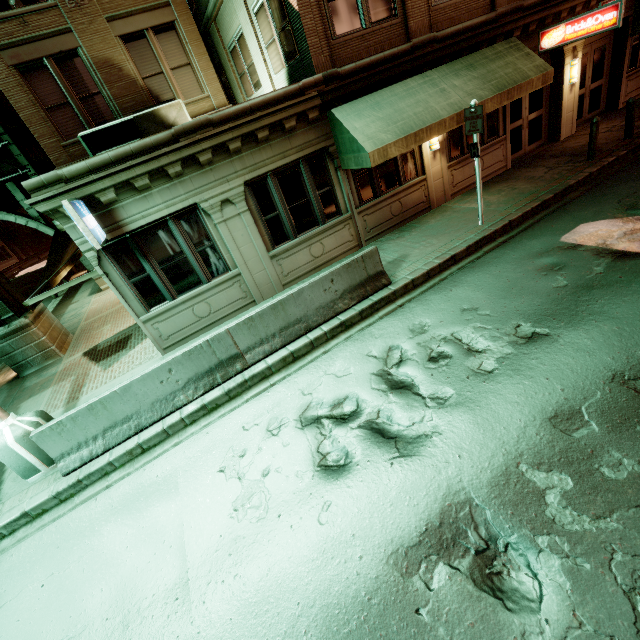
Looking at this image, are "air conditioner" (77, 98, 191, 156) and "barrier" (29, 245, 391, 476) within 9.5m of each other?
yes

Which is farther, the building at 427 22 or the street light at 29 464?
the building at 427 22

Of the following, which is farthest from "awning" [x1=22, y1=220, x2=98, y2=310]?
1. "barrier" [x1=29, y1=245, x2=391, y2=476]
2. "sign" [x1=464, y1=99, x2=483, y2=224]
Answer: "sign" [x1=464, y1=99, x2=483, y2=224]

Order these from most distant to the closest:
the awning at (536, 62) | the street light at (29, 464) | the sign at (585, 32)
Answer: the sign at (585, 32), the awning at (536, 62), the street light at (29, 464)

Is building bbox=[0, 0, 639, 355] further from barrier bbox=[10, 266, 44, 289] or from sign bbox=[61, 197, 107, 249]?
barrier bbox=[10, 266, 44, 289]

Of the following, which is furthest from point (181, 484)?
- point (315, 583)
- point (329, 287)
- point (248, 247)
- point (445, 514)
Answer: point (248, 247)

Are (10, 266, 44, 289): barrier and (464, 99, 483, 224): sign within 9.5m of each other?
no

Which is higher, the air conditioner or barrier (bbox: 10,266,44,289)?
the air conditioner
